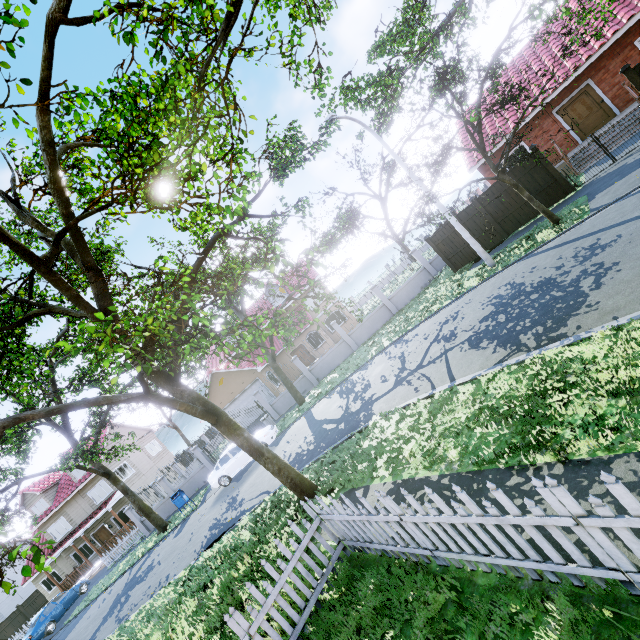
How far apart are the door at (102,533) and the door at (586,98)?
43.4 meters

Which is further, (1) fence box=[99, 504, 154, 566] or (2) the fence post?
(1) fence box=[99, 504, 154, 566]

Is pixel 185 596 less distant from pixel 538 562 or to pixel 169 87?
pixel 538 562

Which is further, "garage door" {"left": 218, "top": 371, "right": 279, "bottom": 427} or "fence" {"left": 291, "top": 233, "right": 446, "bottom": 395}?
"garage door" {"left": 218, "top": 371, "right": 279, "bottom": 427}

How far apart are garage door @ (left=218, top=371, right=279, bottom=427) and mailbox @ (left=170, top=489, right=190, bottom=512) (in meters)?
7.78

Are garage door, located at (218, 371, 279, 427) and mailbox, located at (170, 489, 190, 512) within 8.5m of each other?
yes

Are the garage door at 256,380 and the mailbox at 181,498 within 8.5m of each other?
yes

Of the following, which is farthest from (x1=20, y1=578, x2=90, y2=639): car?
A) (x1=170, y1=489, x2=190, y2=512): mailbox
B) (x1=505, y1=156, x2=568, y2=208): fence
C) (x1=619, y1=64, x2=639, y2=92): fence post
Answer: (x1=619, y1=64, x2=639, y2=92): fence post
